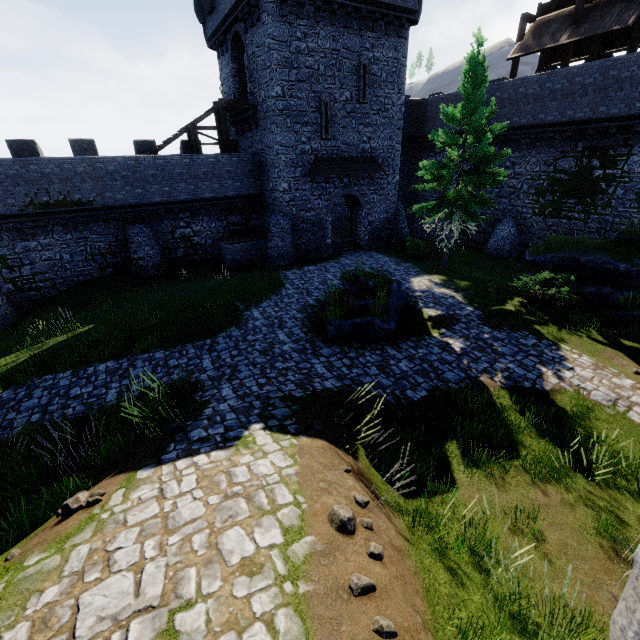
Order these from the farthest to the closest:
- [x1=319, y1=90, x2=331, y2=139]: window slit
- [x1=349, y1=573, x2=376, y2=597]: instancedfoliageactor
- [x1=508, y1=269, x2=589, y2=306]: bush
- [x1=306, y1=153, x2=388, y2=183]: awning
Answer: [x1=306, y1=153, x2=388, y2=183]: awning, [x1=319, y1=90, x2=331, y2=139]: window slit, [x1=508, y1=269, x2=589, y2=306]: bush, [x1=349, y1=573, x2=376, y2=597]: instancedfoliageactor

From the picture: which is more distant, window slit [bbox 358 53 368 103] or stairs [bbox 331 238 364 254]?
stairs [bbox 331 238 364 254]

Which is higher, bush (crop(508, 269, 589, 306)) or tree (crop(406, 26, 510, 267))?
tree (crop(406, 26, 510, 267))

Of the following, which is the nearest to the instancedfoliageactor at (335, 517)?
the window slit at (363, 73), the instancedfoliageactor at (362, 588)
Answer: the instancedfoliageactor at (362, 588)

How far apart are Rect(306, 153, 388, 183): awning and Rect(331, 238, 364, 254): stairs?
4.4m

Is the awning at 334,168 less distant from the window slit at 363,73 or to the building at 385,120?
the building at 385,120

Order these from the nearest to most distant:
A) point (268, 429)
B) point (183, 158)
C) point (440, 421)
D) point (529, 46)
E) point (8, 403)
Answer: point (268, 429) → point (440, 421) → point (8, 403) → point (529, 46) → point (183, 158)

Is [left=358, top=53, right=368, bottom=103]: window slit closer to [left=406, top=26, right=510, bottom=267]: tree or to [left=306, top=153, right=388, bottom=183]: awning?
[left=306, top=153, right=388, bottom=183]: awning
